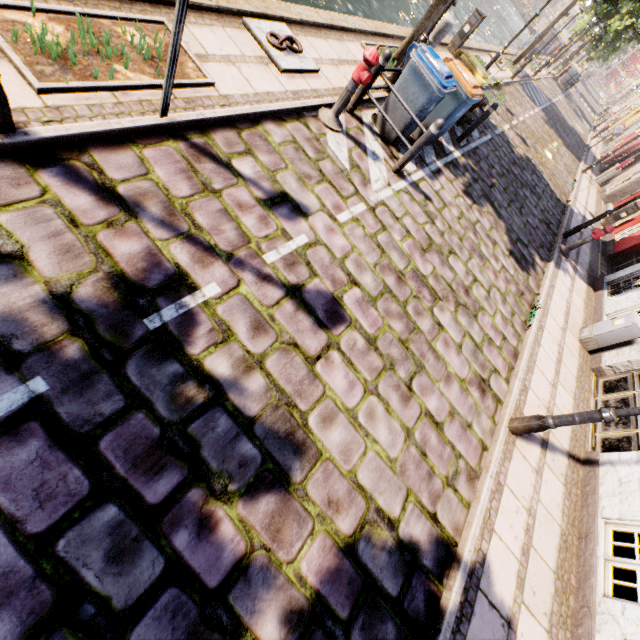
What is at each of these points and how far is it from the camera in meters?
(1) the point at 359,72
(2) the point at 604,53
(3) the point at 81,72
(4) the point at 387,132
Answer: (1) hydrant, 4.8 m
(2) tree, 33.1 m
(3) tree planter, 3.2 m
(4) trash bin, 6.3 m

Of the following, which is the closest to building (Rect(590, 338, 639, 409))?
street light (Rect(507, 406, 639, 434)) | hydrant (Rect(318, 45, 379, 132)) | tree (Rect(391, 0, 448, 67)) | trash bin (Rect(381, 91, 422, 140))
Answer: street light (Rect(507, 406, 639, 434))

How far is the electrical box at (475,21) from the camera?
10.6m

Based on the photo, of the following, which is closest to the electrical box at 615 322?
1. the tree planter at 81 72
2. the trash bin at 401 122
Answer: the trash bin at 401 122

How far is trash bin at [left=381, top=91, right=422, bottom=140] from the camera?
6.0m

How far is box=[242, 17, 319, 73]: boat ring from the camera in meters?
5.1 m

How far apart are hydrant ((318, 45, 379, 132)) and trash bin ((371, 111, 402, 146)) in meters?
1.1 m

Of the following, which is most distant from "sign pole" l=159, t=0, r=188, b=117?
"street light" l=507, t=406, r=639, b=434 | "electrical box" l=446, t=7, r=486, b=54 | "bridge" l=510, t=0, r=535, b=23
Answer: "bridge" l=510, t=0, r=535, b=23
